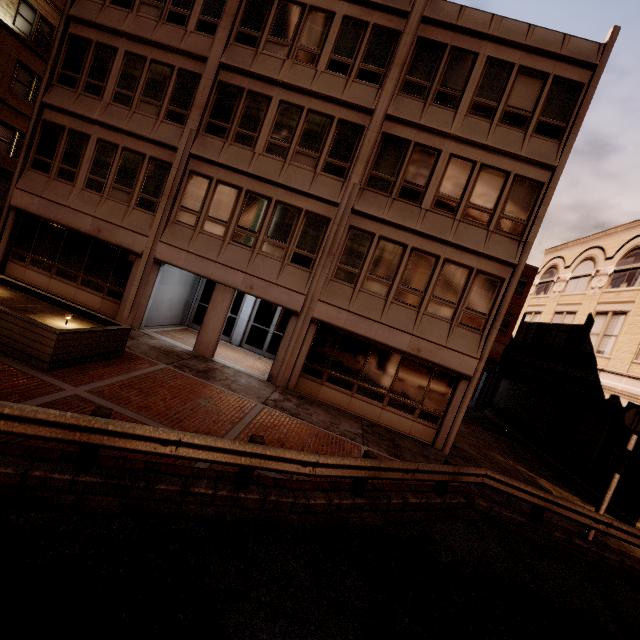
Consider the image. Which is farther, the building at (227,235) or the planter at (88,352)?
the building at (227,235)

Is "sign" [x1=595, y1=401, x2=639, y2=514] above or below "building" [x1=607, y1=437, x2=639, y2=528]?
above

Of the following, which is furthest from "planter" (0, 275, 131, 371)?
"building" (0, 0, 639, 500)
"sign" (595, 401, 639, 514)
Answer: "sign" (595, 401, 639, 514)

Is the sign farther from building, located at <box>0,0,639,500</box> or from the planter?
the planter

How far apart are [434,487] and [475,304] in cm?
684

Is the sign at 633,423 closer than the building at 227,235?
Yes
